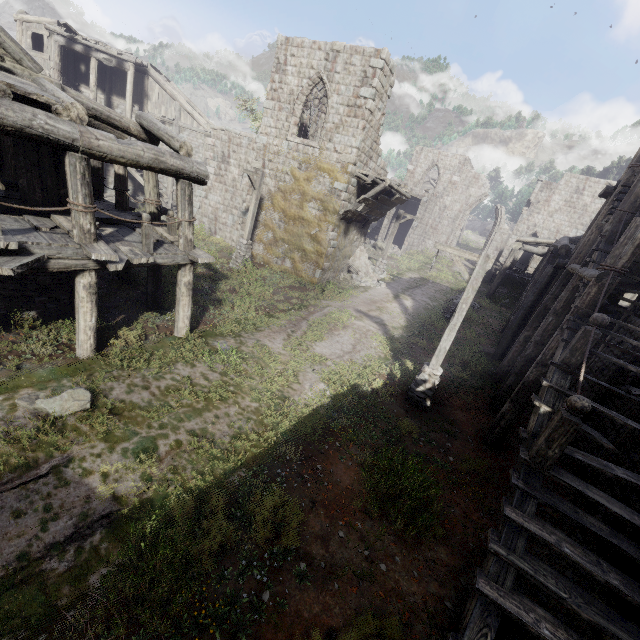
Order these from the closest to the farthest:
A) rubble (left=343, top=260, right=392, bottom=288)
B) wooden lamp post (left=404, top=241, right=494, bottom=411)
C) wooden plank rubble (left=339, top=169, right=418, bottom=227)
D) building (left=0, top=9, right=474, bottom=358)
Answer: building (left=0, top=9, right=474, bottom=358) < wooden lamp post (left=404, top=241, right=494, bottom=411) < wooden plank rubble (left=339, top=169, right=418, bottom=227) < rubble (left=343, top=260, right=392, bottom=288)

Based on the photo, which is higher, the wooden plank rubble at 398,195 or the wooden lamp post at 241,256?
the wooden plank rubble at 398,195

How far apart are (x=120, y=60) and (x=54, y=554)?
28.59m

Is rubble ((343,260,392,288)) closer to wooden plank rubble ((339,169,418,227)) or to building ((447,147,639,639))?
building ((447,147,639,639))

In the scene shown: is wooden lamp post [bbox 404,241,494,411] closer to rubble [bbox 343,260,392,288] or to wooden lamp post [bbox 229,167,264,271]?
rubble [bbox 343,260,392,288]

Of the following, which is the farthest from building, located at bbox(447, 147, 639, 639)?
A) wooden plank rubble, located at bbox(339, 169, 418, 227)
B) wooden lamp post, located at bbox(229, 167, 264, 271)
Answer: wooden lamp post, located at bbox(229, 167, 264, 271)

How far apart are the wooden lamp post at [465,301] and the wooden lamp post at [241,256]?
10.55m

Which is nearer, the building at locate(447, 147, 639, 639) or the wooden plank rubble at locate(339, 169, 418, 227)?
the building at locate(447, 147, 639, 639)
